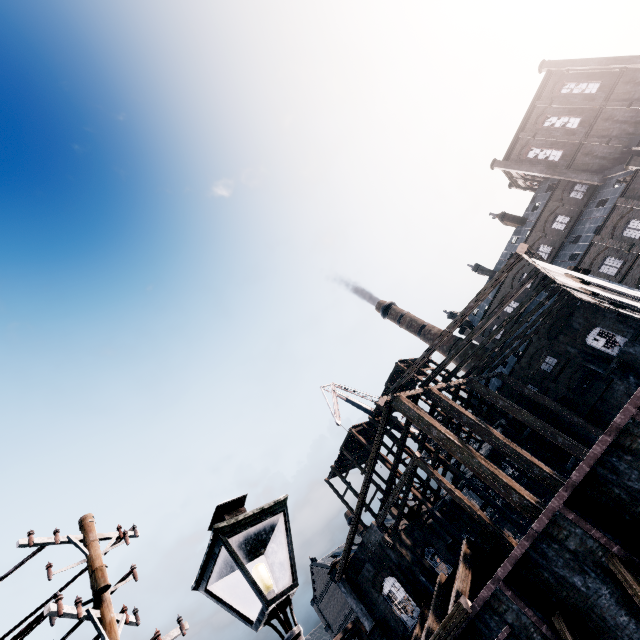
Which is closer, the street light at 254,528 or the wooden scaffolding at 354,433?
the street light at 254,528

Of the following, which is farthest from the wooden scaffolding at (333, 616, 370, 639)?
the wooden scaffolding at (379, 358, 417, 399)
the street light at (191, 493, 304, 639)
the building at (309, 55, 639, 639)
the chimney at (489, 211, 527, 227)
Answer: the chimney at (489, 211, 527, 227)

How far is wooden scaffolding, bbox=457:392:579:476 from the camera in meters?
29.7 m

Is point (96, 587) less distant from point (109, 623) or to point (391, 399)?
point (109, 623)

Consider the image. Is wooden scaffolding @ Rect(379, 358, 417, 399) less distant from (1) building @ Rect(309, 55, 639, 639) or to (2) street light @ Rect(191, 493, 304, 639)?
(1) building @ Rect(309, 55, 639, 639)

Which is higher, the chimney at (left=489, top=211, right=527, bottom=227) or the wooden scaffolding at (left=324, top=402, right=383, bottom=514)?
the chimney at (left=489, top=211, right=527, bottom=227)

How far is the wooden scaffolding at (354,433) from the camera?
38.1 meters
